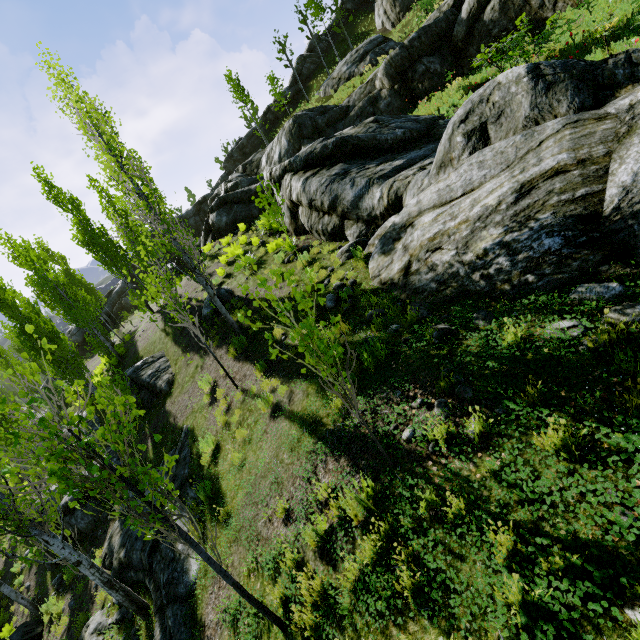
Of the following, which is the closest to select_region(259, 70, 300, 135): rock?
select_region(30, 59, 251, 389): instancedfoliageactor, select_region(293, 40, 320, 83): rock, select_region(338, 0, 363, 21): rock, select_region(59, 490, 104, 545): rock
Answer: select_region(293, 40, 320, 83): rock

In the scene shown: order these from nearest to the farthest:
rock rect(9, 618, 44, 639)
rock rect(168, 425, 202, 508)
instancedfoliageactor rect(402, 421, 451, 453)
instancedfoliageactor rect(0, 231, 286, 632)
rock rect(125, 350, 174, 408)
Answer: instancedfoliageactor rect(0, 231, 286, 632)
instancedfoliageactor rect(402, 421, 451, 453)
rock rect(168, 425, 202, 508)
rock rect(9, 618, 44, 639)
rock rect(125, 350, 174, 408)

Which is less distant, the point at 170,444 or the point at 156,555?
the point at 156,555

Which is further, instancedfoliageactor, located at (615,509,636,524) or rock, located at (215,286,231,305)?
rock, located at (215,286,231,305)

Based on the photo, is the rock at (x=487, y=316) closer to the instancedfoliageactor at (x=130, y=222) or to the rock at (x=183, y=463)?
the instancedfoliageactor at (x=130, y=222)

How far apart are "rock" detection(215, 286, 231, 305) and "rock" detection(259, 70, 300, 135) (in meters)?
42.61

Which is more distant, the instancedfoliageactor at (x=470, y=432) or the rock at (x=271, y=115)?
the rock at (x=271, y=115)

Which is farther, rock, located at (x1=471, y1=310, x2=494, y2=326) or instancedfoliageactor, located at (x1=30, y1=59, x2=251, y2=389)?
instancedfoliageactor, located at (x1=30, y1=59, x2=251, y2=389)
